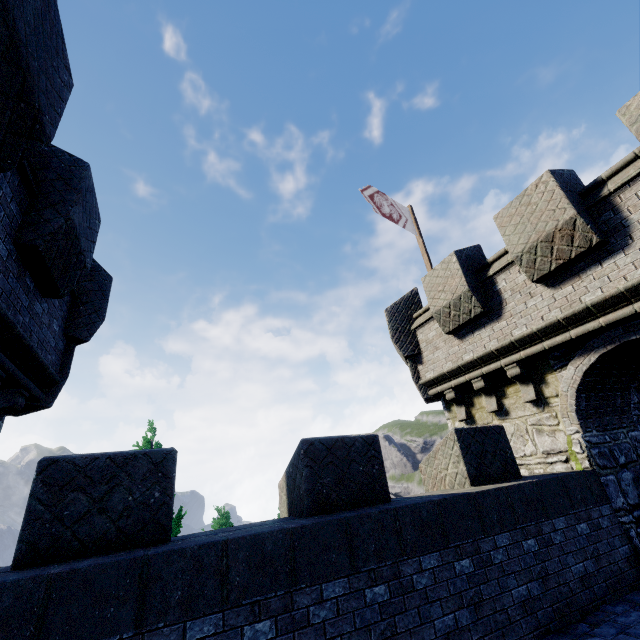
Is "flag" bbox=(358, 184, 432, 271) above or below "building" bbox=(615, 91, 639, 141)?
above

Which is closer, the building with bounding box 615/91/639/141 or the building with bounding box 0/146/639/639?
the building with bounding box 0/146/639/639

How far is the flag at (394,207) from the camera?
10.8 meters

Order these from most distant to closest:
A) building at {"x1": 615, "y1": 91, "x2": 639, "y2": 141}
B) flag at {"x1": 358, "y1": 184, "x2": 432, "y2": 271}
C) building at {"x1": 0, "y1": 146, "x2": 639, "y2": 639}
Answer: flag at {"x1": 358, "y1": 184, "x2": 432, "y2": 271} → building at {"x1": 615, "y1": 91, "x2": 639, "y2": 141} → building at {"x1": 0, "y1": 146, "x2": 639, "y2": 639}

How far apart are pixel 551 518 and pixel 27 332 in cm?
846

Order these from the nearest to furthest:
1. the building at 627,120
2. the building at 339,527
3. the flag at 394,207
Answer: the building at 339,527, the building at 627,120, the flag at 394,207

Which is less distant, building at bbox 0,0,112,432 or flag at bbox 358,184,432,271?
building at bbox 0,0,112,432

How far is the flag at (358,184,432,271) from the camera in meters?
10.8
